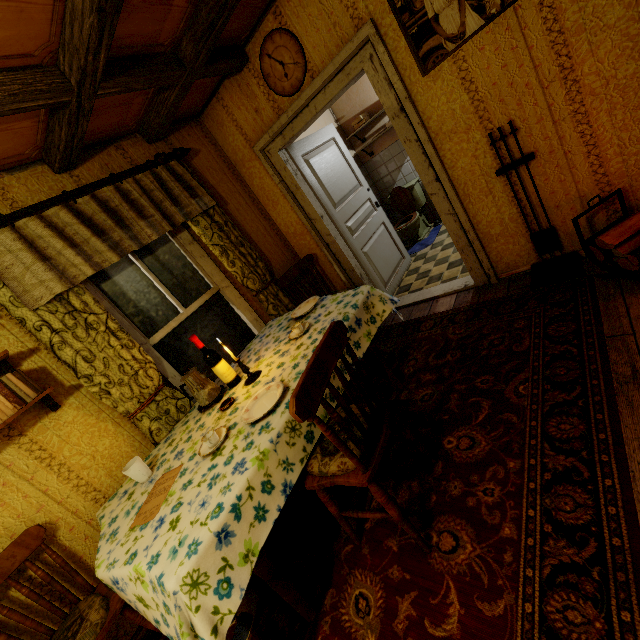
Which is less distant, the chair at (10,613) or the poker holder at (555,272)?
the chair at (10,613)

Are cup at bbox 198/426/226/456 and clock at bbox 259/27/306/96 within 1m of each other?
no

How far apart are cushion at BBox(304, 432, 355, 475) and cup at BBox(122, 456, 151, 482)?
1.1m

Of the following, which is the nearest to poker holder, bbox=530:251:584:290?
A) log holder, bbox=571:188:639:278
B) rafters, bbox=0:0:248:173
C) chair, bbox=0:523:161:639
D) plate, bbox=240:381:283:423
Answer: log holder, bbox=571:188:639:278

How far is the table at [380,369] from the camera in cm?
242

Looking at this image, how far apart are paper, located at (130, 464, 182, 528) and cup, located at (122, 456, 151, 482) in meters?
0.2

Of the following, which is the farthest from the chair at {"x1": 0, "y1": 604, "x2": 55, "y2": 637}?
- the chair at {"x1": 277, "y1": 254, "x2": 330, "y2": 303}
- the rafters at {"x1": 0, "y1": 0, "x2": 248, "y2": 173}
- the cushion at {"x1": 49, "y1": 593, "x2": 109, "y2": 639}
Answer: the chair at {"x1": 277, "y1": 254, "x2": 330, "y2": 303}

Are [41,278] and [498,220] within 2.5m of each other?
no
